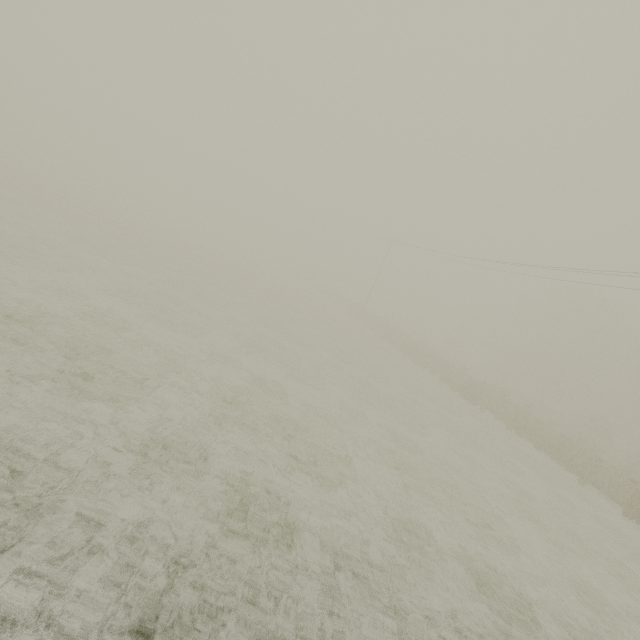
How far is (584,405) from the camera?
42.7 meters
